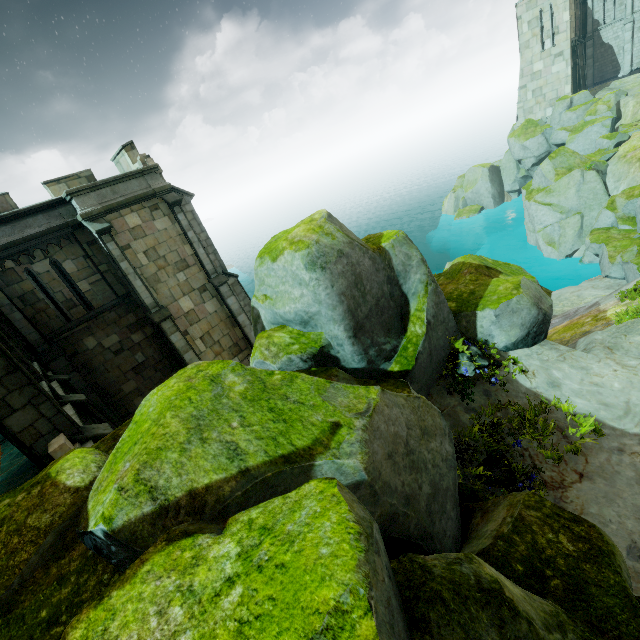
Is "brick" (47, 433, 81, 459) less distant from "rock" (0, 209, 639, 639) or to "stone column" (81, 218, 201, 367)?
"rock" (0, 209, 639, 639)

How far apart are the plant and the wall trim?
15.4m

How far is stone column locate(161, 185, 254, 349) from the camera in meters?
16.7

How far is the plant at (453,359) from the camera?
6.75m

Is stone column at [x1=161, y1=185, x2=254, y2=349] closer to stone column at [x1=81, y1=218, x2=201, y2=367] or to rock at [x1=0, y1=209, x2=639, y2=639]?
stone column at [x1=81, y1=218, x2=201, y2=367]

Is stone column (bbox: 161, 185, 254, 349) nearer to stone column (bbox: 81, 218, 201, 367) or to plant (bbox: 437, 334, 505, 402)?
stone column (bbox: 81, 218, 201, 367)

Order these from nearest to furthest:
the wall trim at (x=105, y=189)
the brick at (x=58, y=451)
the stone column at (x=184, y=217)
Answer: the brick at (x=58, y=451), the wall trim at (x=105, y=189), the stone column at (x=184, y=217)

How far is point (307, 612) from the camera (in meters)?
1.56
